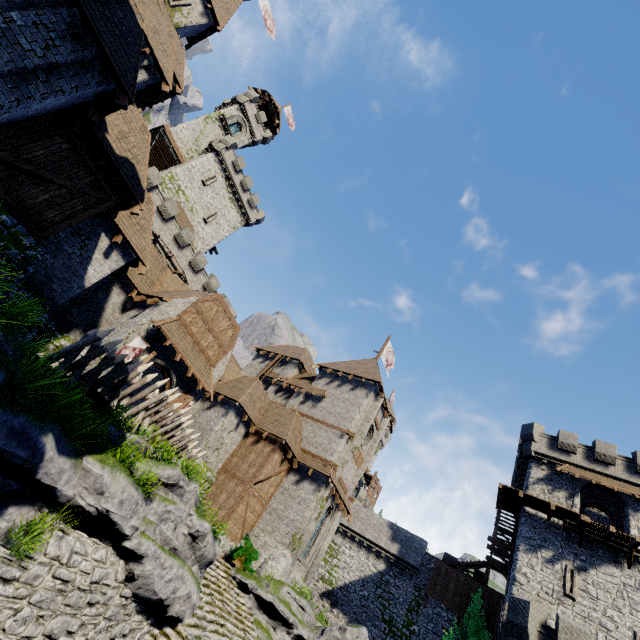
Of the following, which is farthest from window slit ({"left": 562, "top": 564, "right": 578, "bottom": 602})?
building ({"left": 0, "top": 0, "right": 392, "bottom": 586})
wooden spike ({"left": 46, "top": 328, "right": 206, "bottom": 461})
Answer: building ({"left": 0, "top": 0, "right": 392, "bottom": 586})

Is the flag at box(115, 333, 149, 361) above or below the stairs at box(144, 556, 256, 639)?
above

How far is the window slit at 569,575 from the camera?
21.4m

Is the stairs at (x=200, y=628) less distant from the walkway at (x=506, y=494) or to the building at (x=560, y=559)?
the building at (x=560, y=559)

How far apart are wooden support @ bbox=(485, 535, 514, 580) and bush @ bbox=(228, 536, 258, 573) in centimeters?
2093cm

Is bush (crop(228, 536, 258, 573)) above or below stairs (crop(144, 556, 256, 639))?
above

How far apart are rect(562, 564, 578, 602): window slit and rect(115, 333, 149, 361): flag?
31.1 meters

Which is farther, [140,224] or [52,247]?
[140,224]
